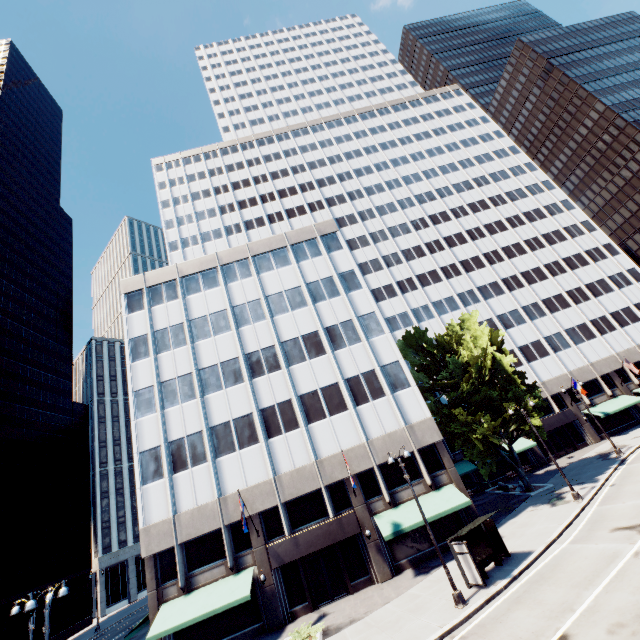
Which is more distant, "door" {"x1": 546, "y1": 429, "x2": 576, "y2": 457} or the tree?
"door" {"x1": 546, "y1": 429, "x2": 576, "y2": 457}

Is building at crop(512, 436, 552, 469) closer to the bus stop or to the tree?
the tree

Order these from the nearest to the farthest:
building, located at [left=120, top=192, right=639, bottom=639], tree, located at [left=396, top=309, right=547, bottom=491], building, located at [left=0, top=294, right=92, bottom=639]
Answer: building, located at [left=120, top=192, right=639, bottom=639], tree, located at [left=396, top=309, right=547, bottom=491], building, located at [left=0, top=294, right=92, bottom=639]

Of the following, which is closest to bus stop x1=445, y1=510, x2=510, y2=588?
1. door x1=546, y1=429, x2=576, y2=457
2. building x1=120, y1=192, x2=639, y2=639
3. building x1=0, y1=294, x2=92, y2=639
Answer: building x1=120, y1=192, x2=639, y2=639

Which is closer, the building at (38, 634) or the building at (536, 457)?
the building at (536, 457)

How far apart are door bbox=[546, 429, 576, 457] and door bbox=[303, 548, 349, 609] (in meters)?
33.26

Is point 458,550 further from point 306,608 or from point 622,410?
point 622,410

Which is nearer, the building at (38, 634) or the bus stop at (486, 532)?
the bus stop at (486, 532)
